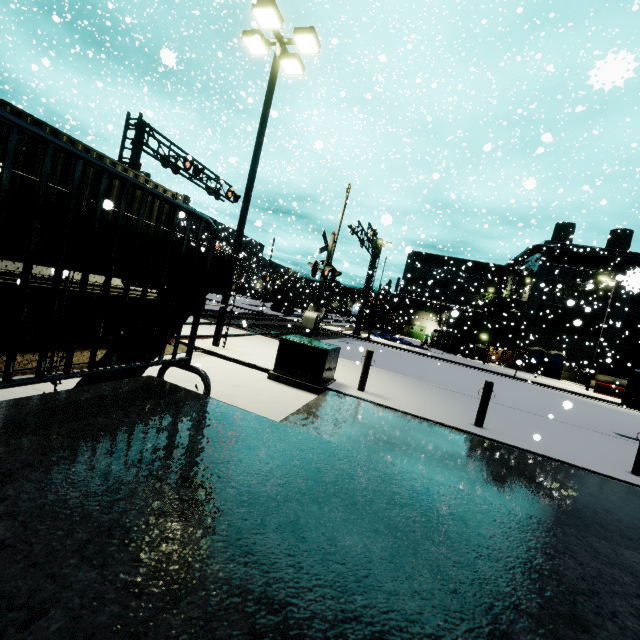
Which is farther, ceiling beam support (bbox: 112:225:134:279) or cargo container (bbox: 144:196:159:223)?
cargo container (bbox: 144:196:159:223)

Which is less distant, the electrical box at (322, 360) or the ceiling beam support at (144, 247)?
the ceiling beam support at (144, 247)

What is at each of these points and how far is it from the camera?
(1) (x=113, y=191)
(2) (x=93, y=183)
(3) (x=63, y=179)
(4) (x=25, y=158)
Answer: (1) cargo container, 6.9 meters
(2) cargo container, 6.5 meters
(3) cargo container, 6.0 meters
(4) cargo container, 5.4 meters

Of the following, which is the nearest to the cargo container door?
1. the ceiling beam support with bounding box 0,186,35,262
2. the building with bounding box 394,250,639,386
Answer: the building with bounding box 394,250,639,386

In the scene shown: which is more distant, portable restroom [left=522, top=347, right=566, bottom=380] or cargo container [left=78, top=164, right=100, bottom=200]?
portable restroom [left=522, top=347, right=566, bottom=380]

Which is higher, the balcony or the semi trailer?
the balcony

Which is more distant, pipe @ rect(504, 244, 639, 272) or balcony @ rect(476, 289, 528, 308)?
balcony @ rect(476, 289, 528, 308)

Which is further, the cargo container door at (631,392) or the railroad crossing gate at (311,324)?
the railroad crossing gate at (311,324)
